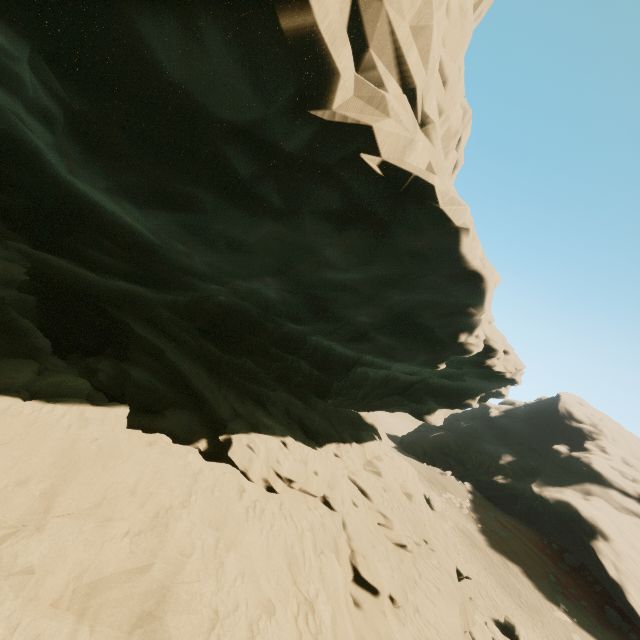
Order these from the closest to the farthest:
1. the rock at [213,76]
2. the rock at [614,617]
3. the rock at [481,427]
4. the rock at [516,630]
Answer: the rock at [213,76]
the rock at [516,630]
the rock at [614,617]
the rock at [481,427]

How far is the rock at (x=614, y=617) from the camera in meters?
25.1

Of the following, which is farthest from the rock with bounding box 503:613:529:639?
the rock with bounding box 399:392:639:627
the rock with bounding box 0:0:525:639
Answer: the rock with bounding box 399:392:639:627

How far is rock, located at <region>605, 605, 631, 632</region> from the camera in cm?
2508

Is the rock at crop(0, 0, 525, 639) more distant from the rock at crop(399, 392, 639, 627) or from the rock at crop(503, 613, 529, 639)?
the rock at crop(399, 392, 639, 627)

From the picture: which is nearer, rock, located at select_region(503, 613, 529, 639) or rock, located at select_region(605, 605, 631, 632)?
rock, located at select_region(503, 613, 529, 639)

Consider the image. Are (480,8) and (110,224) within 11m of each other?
no
